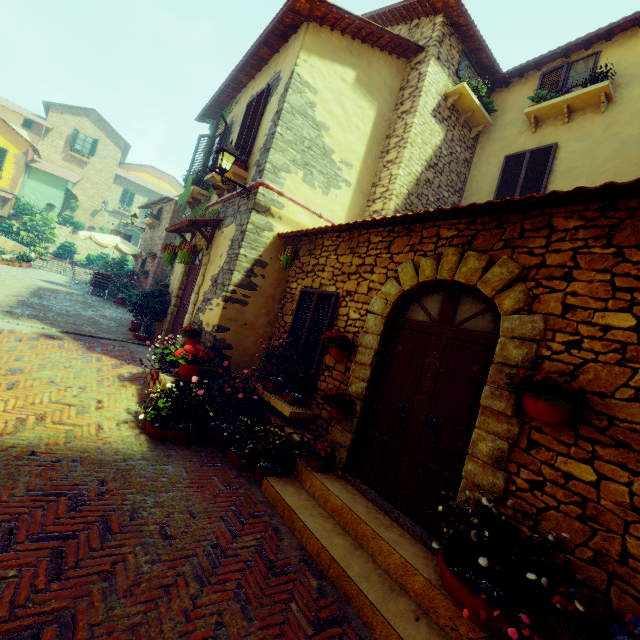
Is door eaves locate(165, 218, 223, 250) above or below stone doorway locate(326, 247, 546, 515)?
above

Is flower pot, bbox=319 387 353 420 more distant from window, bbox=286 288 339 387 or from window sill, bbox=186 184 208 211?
window sill, bbox=186 184 208 211

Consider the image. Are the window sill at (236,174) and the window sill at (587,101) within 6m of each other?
no

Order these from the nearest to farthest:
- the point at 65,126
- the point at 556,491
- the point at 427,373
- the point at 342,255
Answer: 1. the point at 556,491
2. the point at 427,373
3. the point at 342,255
4. the point at 65,126

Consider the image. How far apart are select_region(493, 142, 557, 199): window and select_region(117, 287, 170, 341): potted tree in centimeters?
883cm

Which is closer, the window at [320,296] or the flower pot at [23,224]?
the window at [320,296]

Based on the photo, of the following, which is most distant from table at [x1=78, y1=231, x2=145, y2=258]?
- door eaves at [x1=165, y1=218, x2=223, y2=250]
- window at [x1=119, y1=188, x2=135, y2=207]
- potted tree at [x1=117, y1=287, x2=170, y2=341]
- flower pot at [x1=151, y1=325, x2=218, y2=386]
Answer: window at [x1=119, y1=188, x2=135, y2=207]

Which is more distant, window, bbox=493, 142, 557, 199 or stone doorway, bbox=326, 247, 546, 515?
window, bbox=493, 142, 557, 199
